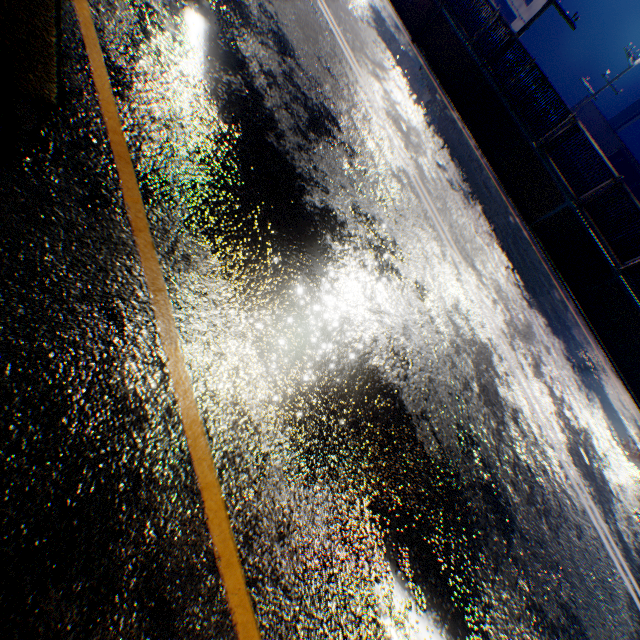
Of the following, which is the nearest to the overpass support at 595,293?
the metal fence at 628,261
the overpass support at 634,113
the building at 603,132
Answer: the metal fence at 628,261

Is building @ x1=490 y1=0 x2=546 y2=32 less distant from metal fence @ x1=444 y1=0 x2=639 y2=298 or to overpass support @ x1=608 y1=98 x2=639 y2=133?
metal fence @ x1=444 y1=0 x2=639 y2=298

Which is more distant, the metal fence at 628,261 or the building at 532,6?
the building at 532,6

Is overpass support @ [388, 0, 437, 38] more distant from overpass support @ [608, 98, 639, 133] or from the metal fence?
overpass support @ [608, 98, 639, 133]

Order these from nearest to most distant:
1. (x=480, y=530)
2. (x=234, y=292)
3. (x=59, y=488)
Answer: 1. (x=59, y=488)
2. (x=234, y=292)
3. (x=480, y=530)

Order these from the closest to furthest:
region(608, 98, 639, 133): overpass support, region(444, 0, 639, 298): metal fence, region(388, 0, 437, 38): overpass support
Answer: region(444, 0, 639, 298): metal fence → region(388, 0, 437, 38): overpass support → region(608, 98, 639, 133): overpass support

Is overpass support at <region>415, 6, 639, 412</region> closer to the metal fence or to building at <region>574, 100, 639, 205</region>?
the metal fence
